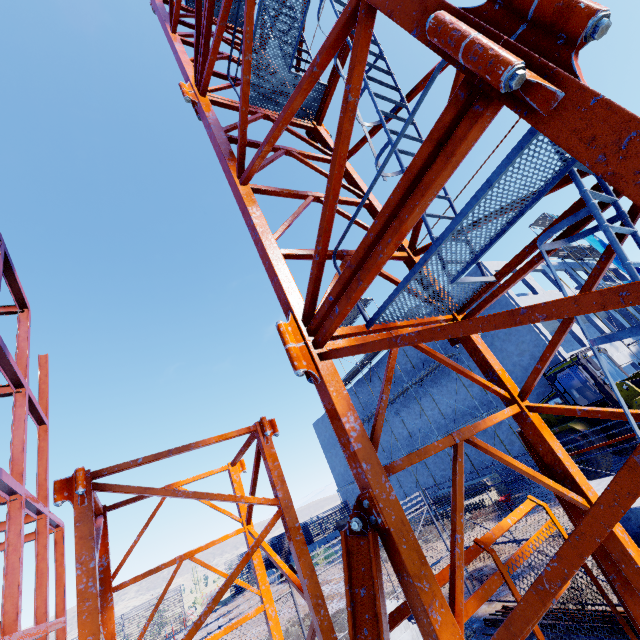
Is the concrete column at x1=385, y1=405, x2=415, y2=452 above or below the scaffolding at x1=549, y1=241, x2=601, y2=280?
below

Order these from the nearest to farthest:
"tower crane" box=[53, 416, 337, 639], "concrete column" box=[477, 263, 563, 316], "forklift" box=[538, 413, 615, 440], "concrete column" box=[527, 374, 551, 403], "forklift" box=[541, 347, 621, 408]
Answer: "tower crane" box=[53, 416, 337, 639], "forklift" box=[541, 347, 621, 408], "forklift" box=[538, 413, 615, 440], "concrete column" box=[527, 374, 551, 403], "concrete column" box=[477, 263, 563, 316]

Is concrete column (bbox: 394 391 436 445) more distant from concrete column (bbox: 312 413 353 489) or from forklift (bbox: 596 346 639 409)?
forklift (bbox: 596 346 639 409)

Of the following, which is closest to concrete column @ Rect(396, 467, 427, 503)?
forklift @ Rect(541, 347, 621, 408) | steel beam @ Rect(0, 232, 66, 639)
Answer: forklift @ Rect(541, 347, 621, 408)

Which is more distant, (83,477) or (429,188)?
(83,477)

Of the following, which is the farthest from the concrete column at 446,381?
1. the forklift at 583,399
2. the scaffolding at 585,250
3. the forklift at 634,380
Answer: the forklift at 634,380

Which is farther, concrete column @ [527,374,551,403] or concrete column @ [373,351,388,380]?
concrete column @ [373,351,388,380]

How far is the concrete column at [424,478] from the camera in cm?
2503
